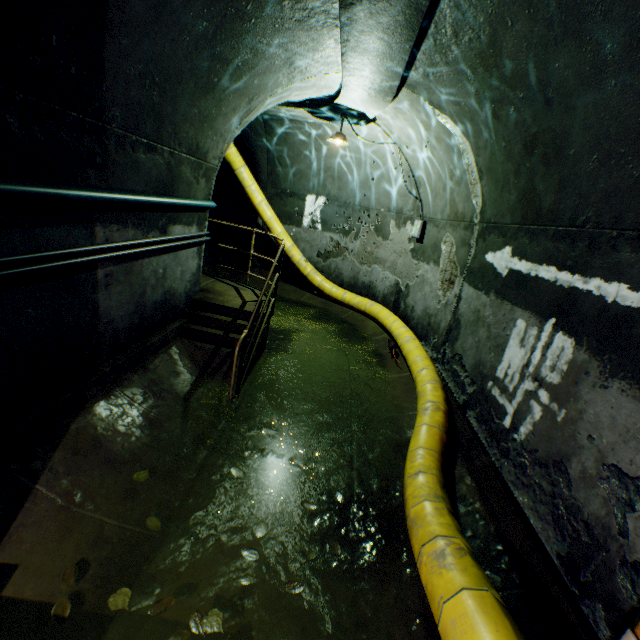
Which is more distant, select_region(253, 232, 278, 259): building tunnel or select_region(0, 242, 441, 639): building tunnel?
select_region(253, 232, 278, 259): building tunnel

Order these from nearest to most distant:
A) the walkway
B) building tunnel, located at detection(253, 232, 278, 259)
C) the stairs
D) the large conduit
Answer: the large conduit → the stairs → the walkway → building tunnel, located at detection(253, 232, 278, 259)

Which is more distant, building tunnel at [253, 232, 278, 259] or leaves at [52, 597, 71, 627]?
building tunnel at [253, 232, 278, 259]

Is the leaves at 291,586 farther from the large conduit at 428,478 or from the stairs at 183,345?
the stairs at 183,345

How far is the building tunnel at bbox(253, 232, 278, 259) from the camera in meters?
10.3

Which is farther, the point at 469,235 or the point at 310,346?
the point at 310,346

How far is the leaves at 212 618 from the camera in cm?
206

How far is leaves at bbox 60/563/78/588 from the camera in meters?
2.1 m
